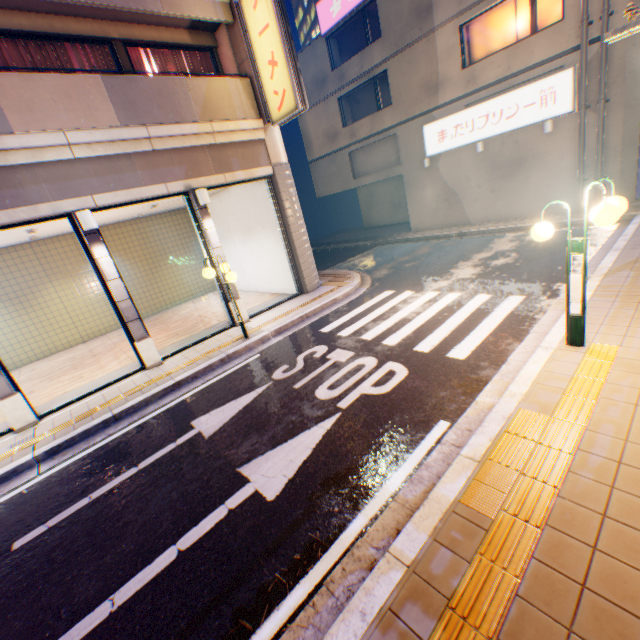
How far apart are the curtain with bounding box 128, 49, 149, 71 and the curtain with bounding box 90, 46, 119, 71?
0.3m

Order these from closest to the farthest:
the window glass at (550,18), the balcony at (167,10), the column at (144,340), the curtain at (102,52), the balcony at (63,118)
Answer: the balcony at (63,118)
the balcony at (167,10)
the column at (144,340)
the curtain at (102,52)
the window glass at (550,18)

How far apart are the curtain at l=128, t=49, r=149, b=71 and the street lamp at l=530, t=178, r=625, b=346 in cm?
1057

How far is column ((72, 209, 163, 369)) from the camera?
7.70m

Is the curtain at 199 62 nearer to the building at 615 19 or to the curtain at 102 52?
the curtain at 102 52

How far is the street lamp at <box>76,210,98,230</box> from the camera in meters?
7.2

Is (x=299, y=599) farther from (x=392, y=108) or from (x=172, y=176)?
(x=392, y=108)

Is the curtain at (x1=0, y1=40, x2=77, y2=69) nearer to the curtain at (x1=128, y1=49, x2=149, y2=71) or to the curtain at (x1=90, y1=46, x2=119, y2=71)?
the curtain at (x1=90, y1=46, x2=119, y2=71)
